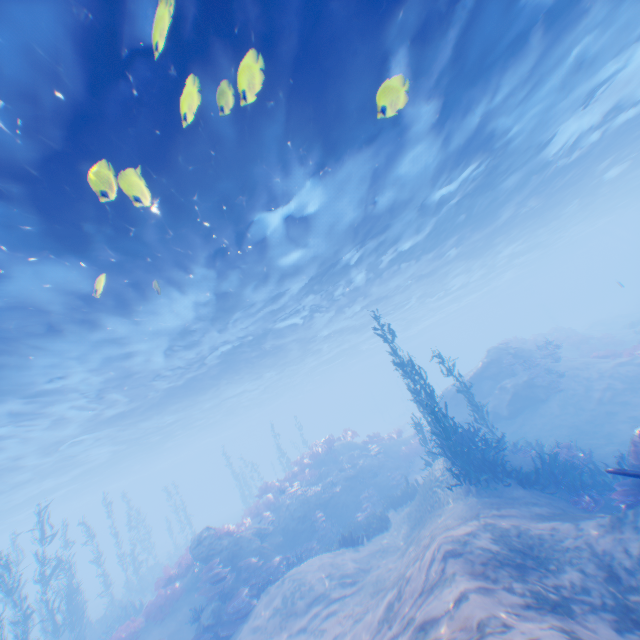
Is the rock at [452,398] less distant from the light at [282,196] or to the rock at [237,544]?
the light at [282,196]

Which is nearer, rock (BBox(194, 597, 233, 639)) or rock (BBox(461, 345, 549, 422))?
rock (BBox(194, 597, 233, 639))

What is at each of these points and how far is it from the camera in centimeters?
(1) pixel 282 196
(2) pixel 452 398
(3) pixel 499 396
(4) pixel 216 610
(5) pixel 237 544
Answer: (1) light, 1062cm
(2) rock, 2253cm
(3) rock, 1986cm
(4) rock, 1198cm
(5) rock, 1506cm

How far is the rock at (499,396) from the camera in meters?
19.1 m

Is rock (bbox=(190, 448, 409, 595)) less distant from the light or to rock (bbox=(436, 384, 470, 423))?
rock (bbox=(436, 384, 470, 423))

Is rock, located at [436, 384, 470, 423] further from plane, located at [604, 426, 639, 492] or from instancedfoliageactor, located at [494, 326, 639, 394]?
instancedfoliageactor, located at [494, 326, 639, 394]

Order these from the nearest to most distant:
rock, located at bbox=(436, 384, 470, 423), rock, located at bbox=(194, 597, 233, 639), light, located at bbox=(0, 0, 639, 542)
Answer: light, located at bbox=(0, 0, 639, 542), rock, located at bbox=(194, 597, 233, 639), rock, located at bbox=(436, 384, 470, 423)

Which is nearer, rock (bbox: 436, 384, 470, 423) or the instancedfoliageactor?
the instancedfoliageactor
